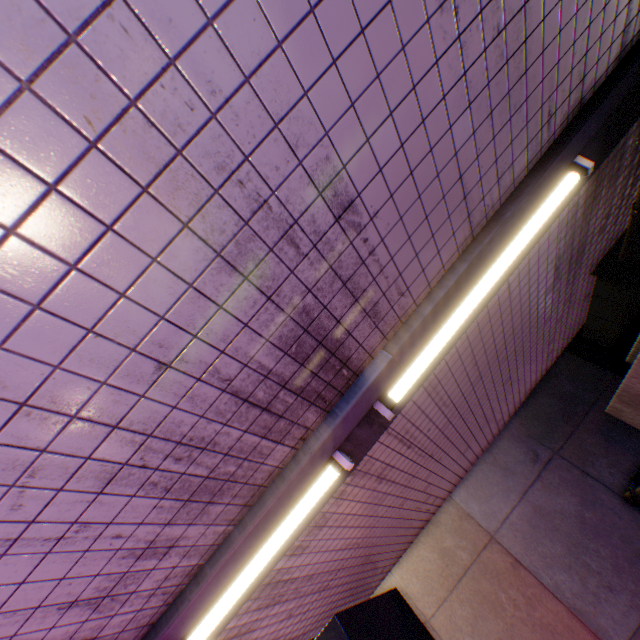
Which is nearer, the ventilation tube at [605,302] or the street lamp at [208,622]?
the street lamp at [208,622]

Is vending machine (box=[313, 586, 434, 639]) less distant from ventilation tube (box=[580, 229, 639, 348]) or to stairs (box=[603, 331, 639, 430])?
stairs (box=[603, 331, 639, 430])

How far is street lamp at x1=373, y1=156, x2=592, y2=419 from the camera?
2.2 meters

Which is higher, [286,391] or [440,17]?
[440,17]

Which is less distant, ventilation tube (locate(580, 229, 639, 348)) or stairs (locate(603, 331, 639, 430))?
stairs (locate(603, 331, 639, 430))

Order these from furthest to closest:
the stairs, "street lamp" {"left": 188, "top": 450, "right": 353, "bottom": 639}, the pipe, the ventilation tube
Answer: the ventilation tube < the pipe < the stairs < "street lamp" {"left": 188, "top": 450, "right": 353, "bottom": 639}

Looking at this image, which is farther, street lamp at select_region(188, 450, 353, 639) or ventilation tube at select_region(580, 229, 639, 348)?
ventilation tube at select_region(580, 229, 639, 348)

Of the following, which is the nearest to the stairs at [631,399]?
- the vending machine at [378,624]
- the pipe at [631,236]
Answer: the pipe at [631,236]
